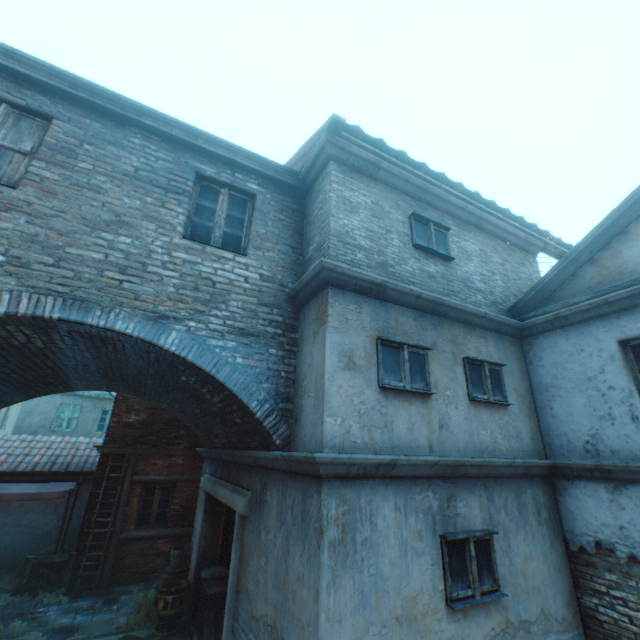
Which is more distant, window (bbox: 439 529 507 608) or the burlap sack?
the burlap sack

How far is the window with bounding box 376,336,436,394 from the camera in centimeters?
458cm

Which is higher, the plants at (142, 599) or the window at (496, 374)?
the window at (496, 374)

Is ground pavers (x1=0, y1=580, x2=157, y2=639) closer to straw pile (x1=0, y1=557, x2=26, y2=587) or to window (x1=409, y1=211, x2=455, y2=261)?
straw pile (x1=0, y1=557, x2=26, y2=587)

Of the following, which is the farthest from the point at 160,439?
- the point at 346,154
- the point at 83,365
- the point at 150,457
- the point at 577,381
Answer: the point at 577,381

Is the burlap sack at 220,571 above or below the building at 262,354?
below

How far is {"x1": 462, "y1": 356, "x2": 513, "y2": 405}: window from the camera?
5.36m

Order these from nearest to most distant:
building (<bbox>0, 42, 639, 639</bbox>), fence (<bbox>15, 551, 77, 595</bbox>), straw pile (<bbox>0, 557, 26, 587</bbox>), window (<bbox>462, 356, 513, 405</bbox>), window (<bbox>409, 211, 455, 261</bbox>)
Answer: building (<bbox>0, 42, 639, 639</bbox>) → window (<bbox>462, 356, 513, 405</bbox>) → window (<bbox>409, 211, 455, 261</bbox>) → fence (<bbox>15, 551, 77, 595</bbox>) → straw pile (<bbox>0, 557, 26, 587</bbox>)
